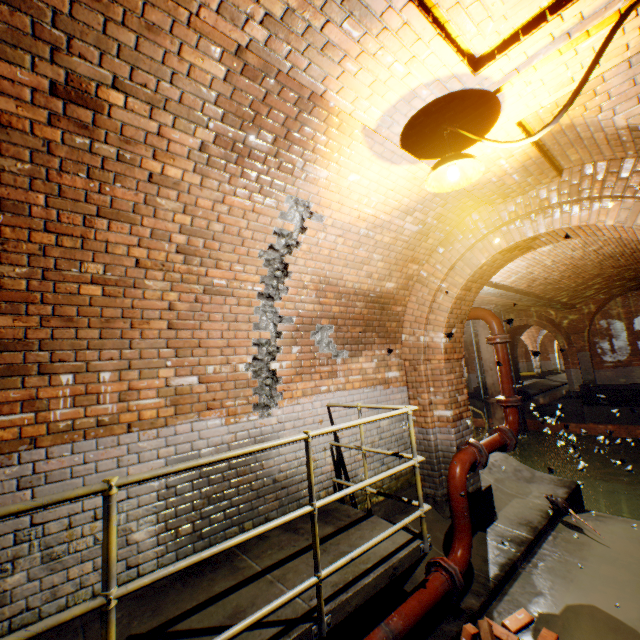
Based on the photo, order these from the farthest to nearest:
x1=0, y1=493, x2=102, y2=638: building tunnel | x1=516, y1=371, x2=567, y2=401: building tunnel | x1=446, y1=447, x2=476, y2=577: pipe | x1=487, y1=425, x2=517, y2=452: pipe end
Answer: x1=516, y1=371, x2=567, y2=401: building tunnel
x1=487, y1=425, x2=517, y2=452: pipe end
x1=446, y1=447, x2=476, y2=577: pipe
x1=0, y1=493, x2=102, y2=638: building tunnel

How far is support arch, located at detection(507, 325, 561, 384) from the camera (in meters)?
22.22

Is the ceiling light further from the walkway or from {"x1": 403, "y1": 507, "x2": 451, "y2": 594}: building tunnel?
the walkway

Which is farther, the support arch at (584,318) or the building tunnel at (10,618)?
the support arch at (584,318)

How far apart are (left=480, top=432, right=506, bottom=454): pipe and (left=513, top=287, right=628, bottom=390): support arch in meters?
13.2

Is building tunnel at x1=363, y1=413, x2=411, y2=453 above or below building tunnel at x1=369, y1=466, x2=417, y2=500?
above

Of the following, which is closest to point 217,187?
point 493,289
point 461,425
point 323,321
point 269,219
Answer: point 269,219

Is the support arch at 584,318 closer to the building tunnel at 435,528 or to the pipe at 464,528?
the building tunnel at 435,528
